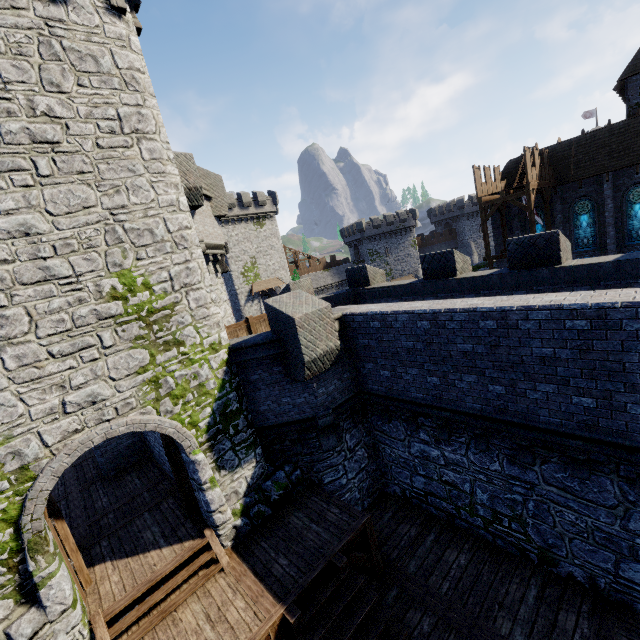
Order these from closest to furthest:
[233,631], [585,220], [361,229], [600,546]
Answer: [233,631]
[600,546]
[585,220]
[361,229]

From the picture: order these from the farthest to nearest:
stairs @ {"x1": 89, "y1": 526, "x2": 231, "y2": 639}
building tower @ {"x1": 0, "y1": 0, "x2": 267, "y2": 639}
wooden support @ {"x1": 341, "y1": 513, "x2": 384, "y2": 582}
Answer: wooden support @ {"x1": 341, "y1": 513, "x2": 384, "y2": 582} → stairs @ {"x1": 89, "y1": 526, "x2": 231, "y2": 639} → building tower @ {"x1": 0, "y1": 0, "x2": 267, "y2": 639}

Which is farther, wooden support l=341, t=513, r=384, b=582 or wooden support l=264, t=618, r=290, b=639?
wooden support l=341, t=513, r=384, b=582

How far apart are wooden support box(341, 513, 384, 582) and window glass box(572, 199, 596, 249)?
27.5m

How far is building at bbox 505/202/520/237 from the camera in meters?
27.2 m

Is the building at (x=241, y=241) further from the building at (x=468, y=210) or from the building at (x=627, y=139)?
the building at (x=627, y=139)

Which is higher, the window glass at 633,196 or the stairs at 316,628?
the window glass at 633,196

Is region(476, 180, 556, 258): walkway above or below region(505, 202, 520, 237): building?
above
